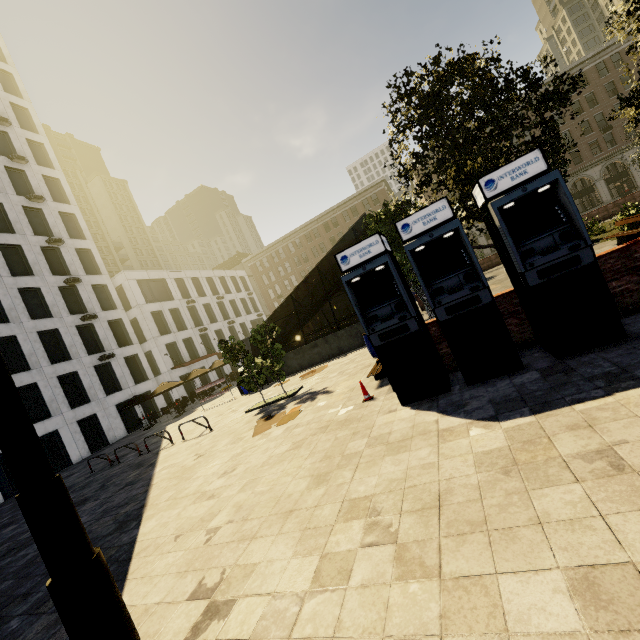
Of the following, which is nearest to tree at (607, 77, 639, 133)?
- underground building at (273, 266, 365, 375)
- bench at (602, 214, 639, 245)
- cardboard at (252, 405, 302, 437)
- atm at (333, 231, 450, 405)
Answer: underground building at (273, 266, 365, 375)

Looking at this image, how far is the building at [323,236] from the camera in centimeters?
5481cm

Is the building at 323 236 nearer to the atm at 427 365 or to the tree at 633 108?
the tree at 633 108

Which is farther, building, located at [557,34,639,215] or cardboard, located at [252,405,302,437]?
building, located at [557,34,639,215]

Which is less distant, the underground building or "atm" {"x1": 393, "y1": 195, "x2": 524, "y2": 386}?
"atm" {"x1": 393, "y1": 195, "x2": 524, "y2": 386}

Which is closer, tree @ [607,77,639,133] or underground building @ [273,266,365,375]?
tree @ [607,77,639,133]

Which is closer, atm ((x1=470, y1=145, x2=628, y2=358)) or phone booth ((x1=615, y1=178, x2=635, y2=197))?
atm ((x1=470, y1=145, x2=628, y2=358))

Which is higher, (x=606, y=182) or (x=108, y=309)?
(x=108, y=309)
